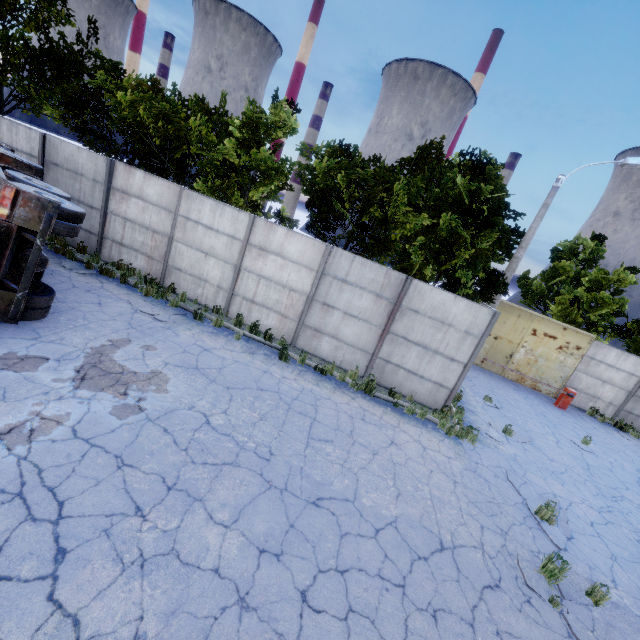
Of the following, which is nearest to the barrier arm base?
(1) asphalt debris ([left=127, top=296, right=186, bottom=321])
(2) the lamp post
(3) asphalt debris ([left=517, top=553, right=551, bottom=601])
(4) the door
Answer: (4) the door

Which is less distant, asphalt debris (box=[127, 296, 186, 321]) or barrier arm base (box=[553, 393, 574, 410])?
asphalt debris (box=[127, 296, 186, 321])

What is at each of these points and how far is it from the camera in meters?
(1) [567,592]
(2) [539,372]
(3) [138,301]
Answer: (1) asphalt debris, 5.6
(2) door, 17.6
(3) asphalt debris, 10.1

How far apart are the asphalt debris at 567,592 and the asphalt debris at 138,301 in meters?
10.3

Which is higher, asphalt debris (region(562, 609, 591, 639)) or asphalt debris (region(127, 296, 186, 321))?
asphalt debris (region(127, 296, 186, 321))

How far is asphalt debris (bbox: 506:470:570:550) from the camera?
6.8 meters

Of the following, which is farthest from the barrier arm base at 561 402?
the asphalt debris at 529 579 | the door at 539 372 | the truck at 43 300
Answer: the truck at 43 300

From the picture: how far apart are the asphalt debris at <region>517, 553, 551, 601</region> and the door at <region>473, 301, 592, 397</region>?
13.02m
